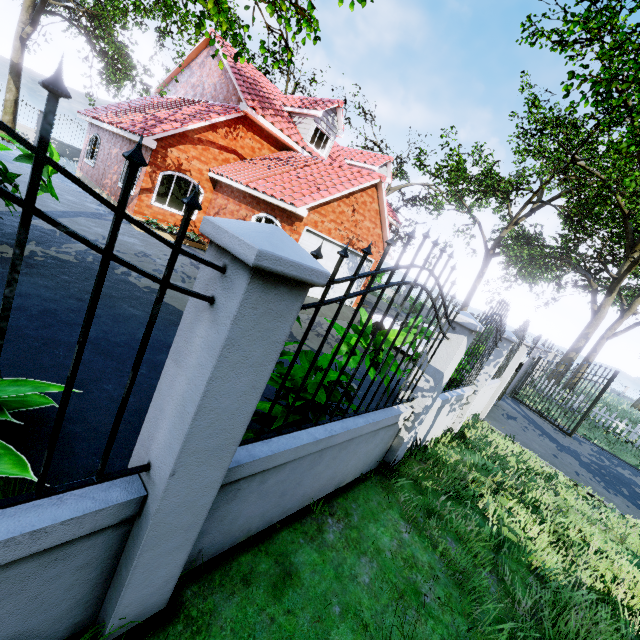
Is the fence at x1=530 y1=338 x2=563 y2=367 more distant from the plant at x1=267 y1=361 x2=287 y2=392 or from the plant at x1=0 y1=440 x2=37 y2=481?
the plant at x1=0 y1=440 x2=37 y2=481

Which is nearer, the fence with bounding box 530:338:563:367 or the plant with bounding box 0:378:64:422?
the plant with bounding box 0:378:64:422

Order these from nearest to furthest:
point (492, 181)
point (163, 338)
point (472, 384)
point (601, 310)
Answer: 1. point (163, 338)
2. point (472, 384)
3. point (601, 310)
4. point (492, 181)

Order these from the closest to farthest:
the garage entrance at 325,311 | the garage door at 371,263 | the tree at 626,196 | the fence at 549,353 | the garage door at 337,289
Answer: the tree at 626,196 < the garage entrance at 325,311 < the fence at 549,353 < the garage door at 337,289 < the garage door at 371,263

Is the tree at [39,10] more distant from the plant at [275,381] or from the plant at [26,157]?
the plant at [26,157]

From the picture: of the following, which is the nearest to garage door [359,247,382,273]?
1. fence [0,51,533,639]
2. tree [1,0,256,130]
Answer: fence [0,51,533,639]

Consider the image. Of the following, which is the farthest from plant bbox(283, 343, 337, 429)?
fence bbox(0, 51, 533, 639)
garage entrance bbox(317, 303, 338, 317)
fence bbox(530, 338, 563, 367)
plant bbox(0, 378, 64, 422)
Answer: fence bbox(530, 338, 563, 367)

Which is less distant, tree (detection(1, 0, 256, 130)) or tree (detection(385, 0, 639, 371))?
tree (detection(1, 0, 256, 130))
